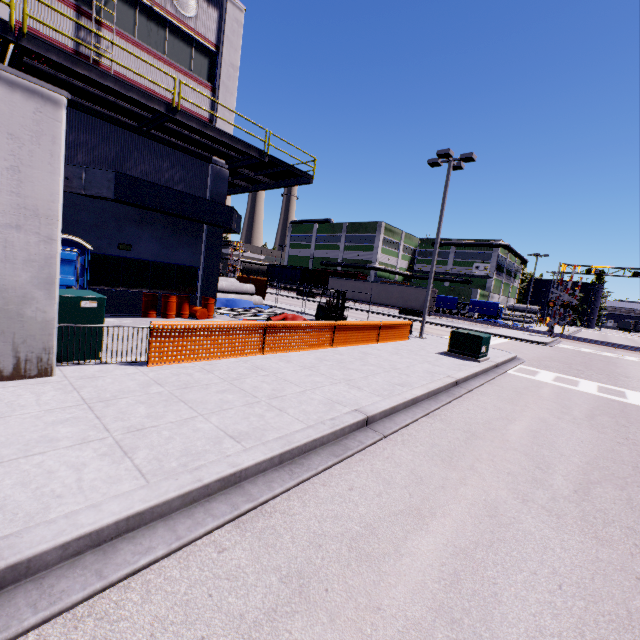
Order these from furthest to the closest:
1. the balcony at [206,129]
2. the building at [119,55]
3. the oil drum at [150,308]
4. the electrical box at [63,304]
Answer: the oil drum at [150,308]
the building at [119,55]
the balcony at [206,129]
the electrical box at [63,304]

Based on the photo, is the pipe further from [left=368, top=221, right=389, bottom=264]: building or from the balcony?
the balcony

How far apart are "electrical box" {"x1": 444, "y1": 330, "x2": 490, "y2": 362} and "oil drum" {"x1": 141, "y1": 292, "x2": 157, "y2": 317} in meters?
12.9

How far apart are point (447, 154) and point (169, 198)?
13.7 meters

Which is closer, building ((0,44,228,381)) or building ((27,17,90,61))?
building ((0,44,228,381))

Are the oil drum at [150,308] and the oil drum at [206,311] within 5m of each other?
yes

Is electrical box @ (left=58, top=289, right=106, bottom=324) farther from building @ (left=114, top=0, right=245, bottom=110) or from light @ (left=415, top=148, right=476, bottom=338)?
light @ (left=415, top=148, right=476, bottom=338)

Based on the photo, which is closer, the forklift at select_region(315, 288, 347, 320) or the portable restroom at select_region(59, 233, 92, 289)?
the portable restroom at select_region(59, 233, 92, 289)
